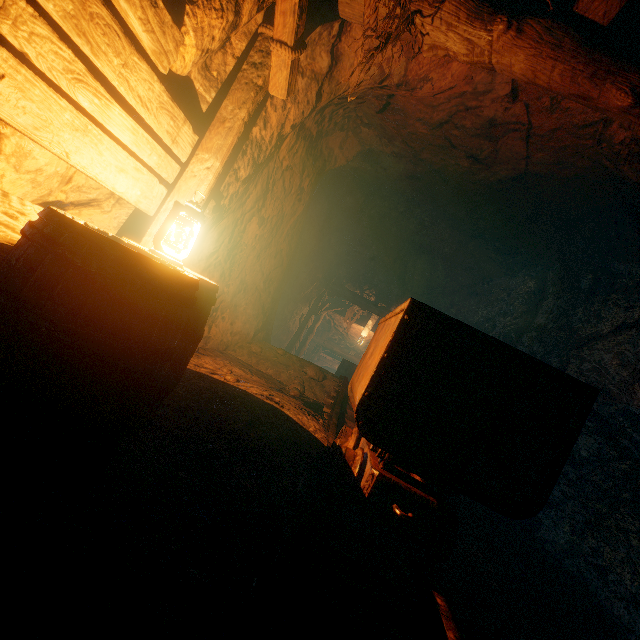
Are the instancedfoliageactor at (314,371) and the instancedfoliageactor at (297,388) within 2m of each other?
yes

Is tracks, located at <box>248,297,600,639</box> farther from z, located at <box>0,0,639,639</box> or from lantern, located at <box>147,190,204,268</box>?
lantern, located at <box>147,190,204,268</box>

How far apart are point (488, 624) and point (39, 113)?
3.79m

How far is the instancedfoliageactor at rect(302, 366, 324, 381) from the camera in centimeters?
563cm

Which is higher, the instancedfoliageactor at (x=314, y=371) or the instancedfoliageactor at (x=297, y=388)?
the instancedfoliageactor at (x=314, y=371)

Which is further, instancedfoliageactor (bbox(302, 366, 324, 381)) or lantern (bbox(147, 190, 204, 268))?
instancedfoliageactor (bbox(302, 366, 324, 381))

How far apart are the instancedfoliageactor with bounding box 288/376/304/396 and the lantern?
3.3m

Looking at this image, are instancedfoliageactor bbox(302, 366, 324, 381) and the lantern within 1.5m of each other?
no
